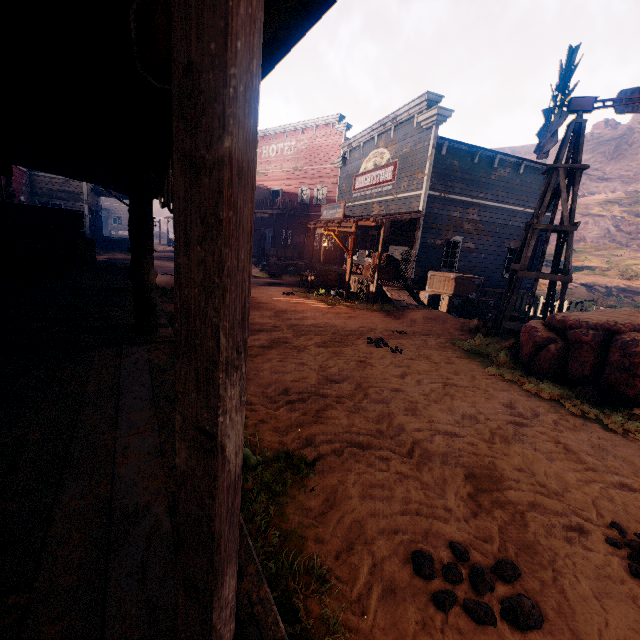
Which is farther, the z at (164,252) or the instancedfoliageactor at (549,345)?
the z at (164,252)

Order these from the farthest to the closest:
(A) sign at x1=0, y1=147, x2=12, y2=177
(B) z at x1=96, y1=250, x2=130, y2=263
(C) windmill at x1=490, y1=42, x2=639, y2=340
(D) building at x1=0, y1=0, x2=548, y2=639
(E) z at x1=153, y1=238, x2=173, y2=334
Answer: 1. (B) z at x1=96, y1=250, x2=130, y2=263
2. (E) z at x1=153, y1=238, x2=173, y2=334
3. (C) windmill at x1=490, y1=42, x2=639, y2=340
4. (A) sign at x1=0, y1=147, x2=12, y2=177
5. (D) building at x1=0, y1=0, x2=548, y2=639

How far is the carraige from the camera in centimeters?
2539cm

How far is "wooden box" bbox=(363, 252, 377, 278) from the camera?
15.3 meters

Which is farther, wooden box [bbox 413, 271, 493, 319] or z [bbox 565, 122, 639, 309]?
z [bbox 565, 122, 639, 309]

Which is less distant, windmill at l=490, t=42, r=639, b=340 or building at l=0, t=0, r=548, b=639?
building at l=0, t=0, r=548, b=639

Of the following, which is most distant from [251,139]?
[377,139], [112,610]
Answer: [377,139]

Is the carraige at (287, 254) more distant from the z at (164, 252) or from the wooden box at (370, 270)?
the wooden box at (370, 270)
